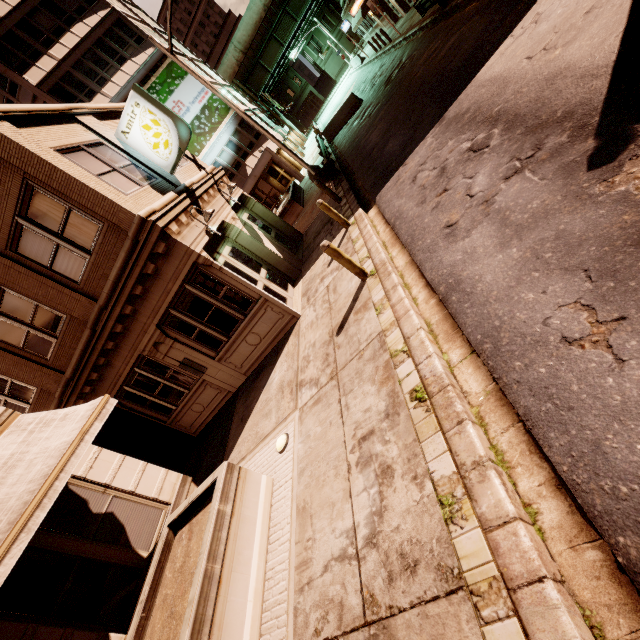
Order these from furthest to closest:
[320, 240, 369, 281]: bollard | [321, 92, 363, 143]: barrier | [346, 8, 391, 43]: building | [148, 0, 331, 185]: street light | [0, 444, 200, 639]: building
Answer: [346, 8, 391, 43]: building
[321, 92, 363, 143]: barrier
[148, 0, 331, 185]: street light
[320, 240, 369, 281]: bollard
[0, 444, 200, 639]: building

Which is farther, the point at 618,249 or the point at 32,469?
the point at 32,469

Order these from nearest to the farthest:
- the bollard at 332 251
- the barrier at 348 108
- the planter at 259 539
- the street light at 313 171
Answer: the planter at 259 539 < the bollard at 332 251 < the street light at 313 171 < the barrier at 348 108

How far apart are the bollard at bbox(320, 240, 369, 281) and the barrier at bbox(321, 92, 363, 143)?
20.2m

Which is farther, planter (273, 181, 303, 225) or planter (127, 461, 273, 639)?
planter (273, 181, 303, 225)

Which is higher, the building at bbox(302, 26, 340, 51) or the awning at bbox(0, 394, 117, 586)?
the building at bbox(302, 26, 340, 51)

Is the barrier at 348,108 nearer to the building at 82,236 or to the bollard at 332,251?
the building at 82,236

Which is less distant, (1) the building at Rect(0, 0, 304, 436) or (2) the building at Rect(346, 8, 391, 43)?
(1) the building at Rect(0, 0, 304, 436)
